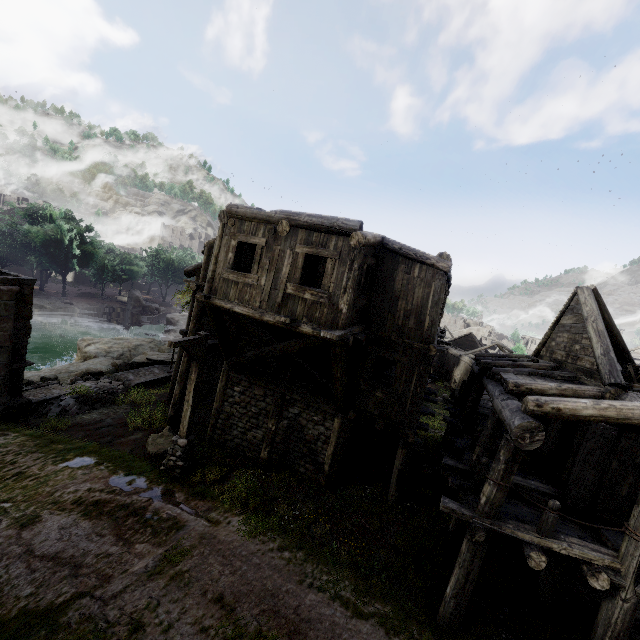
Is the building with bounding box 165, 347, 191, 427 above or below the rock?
above

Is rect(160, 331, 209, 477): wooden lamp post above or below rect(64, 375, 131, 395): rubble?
above

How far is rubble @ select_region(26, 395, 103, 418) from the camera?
14.4 meters

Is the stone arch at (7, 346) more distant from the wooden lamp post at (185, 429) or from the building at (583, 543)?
the wooden lamp post at (185, 429)

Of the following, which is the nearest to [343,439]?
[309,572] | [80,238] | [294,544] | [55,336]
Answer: [294,544]

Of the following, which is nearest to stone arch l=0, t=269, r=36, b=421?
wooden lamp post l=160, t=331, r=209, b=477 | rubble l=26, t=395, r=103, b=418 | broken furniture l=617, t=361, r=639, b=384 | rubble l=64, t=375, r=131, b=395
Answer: rubble l=26, t=395, r=103, b=418

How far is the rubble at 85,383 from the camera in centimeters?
1750cm

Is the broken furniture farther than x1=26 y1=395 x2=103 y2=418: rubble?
No
